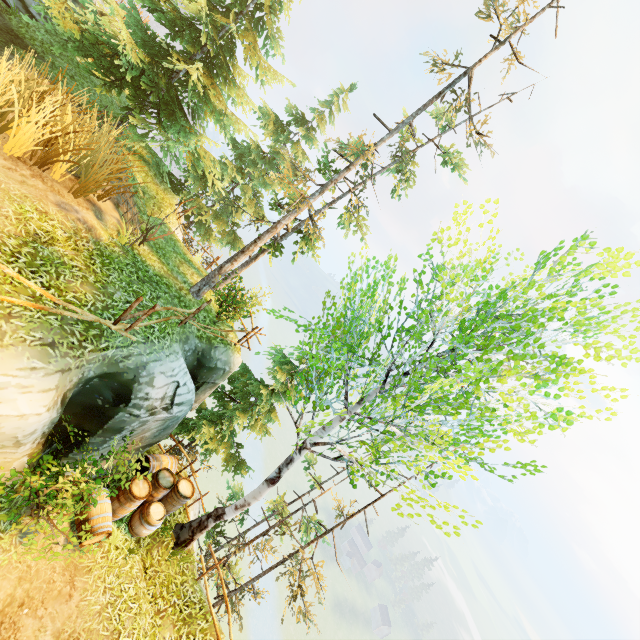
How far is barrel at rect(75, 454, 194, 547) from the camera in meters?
7.3 m

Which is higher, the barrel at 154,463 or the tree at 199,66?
the tree at 199,66

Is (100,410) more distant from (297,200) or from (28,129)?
(297,200)

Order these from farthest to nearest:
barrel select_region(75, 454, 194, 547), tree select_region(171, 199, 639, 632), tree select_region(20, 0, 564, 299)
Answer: tree select_region(20, 0, 564, 299) < barrel select_region(75, 454, 194, 547) < tree select_region(171, 199, 639, 632)

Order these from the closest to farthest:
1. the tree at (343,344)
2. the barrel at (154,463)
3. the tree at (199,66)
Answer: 1. the tree at (343,344)
2. the barrel at (154,463)
3. the tree at (199,66)

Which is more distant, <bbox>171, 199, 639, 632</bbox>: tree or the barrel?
the barrel

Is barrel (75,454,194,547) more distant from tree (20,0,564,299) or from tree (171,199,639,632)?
tree (20,0,564,299)
